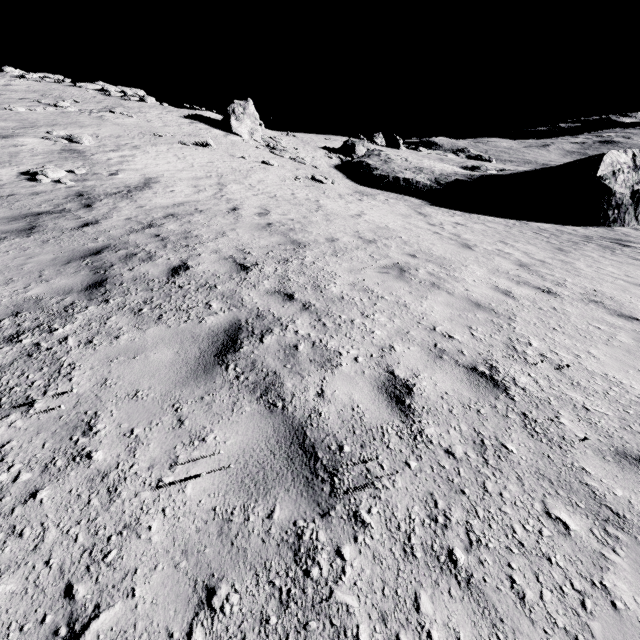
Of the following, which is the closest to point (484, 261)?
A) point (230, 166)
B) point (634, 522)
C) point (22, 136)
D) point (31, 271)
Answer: point (634, 522)

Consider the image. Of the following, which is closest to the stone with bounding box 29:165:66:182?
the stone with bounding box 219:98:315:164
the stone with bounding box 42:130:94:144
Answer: the stone with bounding box 42:130:94:144

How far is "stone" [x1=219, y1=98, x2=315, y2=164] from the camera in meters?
27.8

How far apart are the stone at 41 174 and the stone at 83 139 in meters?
5.3 m

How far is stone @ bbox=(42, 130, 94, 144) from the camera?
15.87m

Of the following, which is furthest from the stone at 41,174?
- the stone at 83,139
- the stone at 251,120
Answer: the stone at 251,120

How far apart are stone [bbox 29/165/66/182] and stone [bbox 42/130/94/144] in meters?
5.3 m

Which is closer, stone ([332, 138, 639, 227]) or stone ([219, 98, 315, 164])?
stone ([332, 138, 639, 227])
